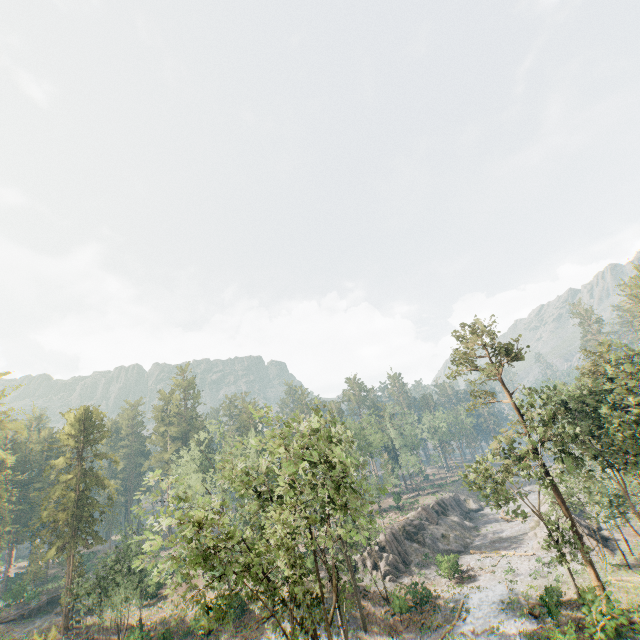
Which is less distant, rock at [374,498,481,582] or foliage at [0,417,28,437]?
rock at [374,498,481,582]

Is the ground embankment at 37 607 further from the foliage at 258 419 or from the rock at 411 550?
the rock at 411 550

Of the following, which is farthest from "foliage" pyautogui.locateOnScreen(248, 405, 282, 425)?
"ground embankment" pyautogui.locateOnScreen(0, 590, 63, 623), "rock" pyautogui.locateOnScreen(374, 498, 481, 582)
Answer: "rock" pyautogui.locateOnScreen(374, 498, 481, 582)

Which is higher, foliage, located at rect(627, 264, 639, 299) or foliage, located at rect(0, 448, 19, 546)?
foliage, located at rect(627, 264, 639, 299)

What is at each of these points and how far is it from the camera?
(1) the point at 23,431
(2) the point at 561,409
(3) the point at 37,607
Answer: (1) foliage, 48.7 meters
(2) foliage, 26.4 meters
(3) ground embankment, 47.7 meters

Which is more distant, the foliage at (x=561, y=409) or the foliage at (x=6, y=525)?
the foliage at (x=6, y=525)

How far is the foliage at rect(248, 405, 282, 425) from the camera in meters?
21.4 m
